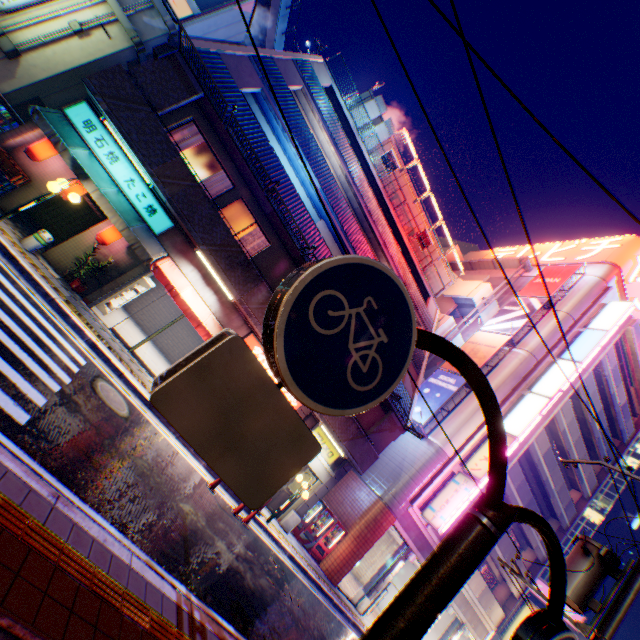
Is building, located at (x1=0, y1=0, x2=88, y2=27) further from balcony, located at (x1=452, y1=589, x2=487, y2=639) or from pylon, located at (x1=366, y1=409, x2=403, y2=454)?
balcony, located at (x1=452, y1=589, x2=487, y2=639)

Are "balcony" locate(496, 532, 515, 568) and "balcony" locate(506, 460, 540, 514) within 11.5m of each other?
yes

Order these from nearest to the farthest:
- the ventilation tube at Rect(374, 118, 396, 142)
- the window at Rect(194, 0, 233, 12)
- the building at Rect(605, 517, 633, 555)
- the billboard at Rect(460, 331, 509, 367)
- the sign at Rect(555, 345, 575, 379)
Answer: the window at Rect(194, 0, 233, 12) → the sign at Rect(555, 345, 575, 379) → the ventilation tube at Rect(374, 118, 396, 142) → the billboard at Rect(460, 331, 509, 367) → the building at Rect(605, 517, 633, 555)

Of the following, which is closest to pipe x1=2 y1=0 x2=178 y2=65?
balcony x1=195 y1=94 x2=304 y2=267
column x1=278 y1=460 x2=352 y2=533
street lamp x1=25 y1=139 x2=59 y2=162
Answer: balcony x1=195 y1=94 x2=304 y2=267

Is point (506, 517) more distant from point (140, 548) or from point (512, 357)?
point (512, 357)

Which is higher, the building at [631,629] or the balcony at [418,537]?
the building at [631,629]

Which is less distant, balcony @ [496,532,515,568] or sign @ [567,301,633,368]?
sign @ [567,301,633,368]

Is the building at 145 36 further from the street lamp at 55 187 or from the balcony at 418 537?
the balcony at 418 537
